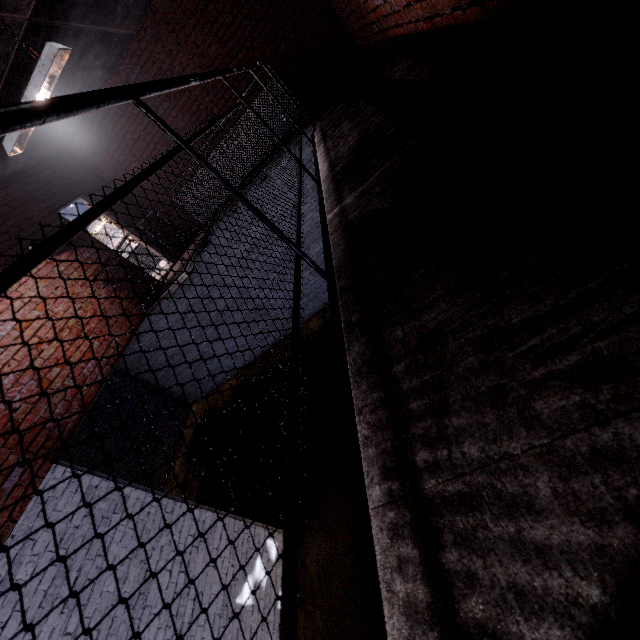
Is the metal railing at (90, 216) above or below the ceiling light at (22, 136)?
below

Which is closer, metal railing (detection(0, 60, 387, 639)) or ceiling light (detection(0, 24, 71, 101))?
metal railing (detection(0, 60, 387, 639))

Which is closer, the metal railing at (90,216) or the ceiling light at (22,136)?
the metal railing at (90,216)

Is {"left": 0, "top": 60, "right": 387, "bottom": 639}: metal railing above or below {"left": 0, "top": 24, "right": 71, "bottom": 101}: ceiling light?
below

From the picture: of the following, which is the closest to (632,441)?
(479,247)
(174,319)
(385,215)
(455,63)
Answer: (479,247)
